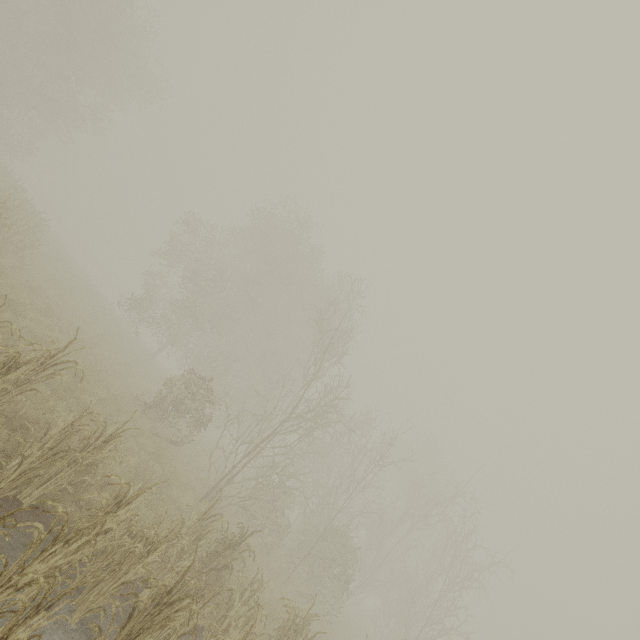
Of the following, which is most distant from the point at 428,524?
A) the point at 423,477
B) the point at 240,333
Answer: the point at 240,333
